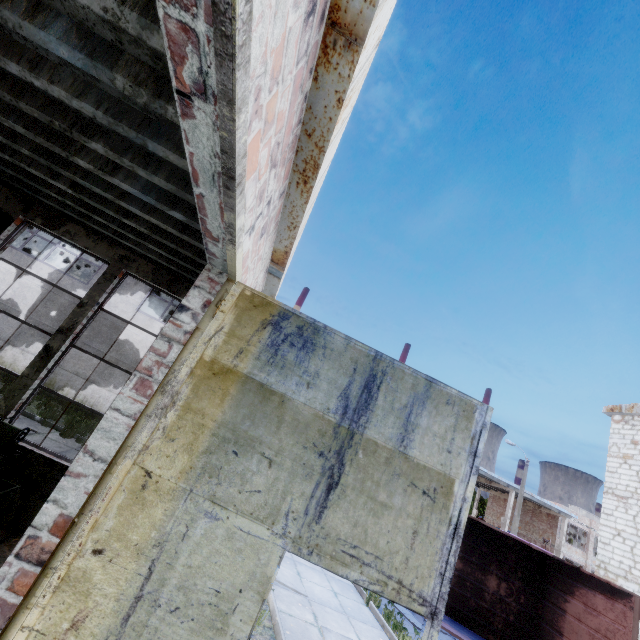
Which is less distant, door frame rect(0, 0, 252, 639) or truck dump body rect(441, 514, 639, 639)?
door frame rect(0, 0, 252, 639)

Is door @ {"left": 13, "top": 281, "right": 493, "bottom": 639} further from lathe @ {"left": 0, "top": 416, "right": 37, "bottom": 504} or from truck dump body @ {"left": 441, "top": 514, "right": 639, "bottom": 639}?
truck dump body @ {"left": 441, "top": 514, "right": 639, "bottom": 639}

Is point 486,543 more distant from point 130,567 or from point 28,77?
point 28,77

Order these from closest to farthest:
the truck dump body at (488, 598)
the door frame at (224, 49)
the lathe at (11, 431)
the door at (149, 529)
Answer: the door frame at (224, 49), the door at (149, 529), the lathe at (11, 431), the truck dump body at (488, 598)

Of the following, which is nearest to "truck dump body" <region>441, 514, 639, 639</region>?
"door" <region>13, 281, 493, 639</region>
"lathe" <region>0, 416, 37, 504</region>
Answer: "door" <region>13, 281, 493, 639</region>

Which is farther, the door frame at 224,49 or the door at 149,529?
the door at 149,529

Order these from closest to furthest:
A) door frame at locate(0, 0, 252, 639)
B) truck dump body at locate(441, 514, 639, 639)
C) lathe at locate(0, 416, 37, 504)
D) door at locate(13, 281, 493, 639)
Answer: door frame at locate(0, 0, 252, 639) → door at locate(13, 281, 493, 639) → lathe at locate(0, 416, 37, 504) → truck dump body at locate(441, 514, 639, 639)

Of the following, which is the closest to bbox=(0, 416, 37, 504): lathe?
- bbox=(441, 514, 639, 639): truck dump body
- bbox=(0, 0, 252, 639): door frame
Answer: bbox=(0, 0, 252, 639): door frame
